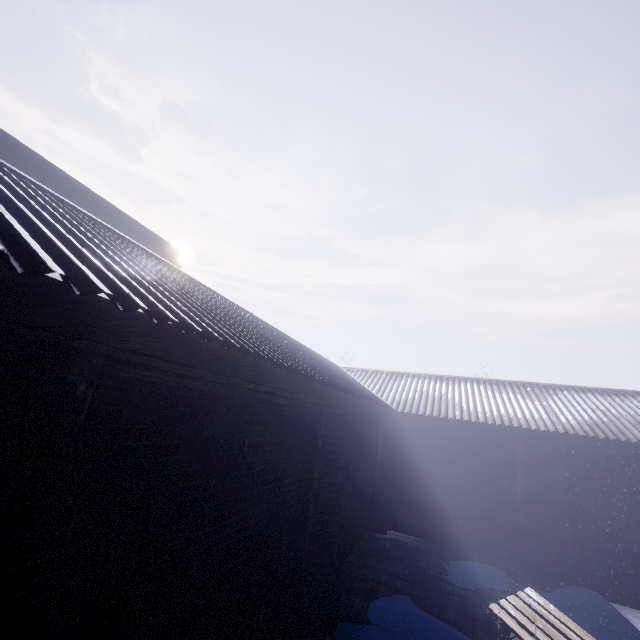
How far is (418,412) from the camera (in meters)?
6.27
